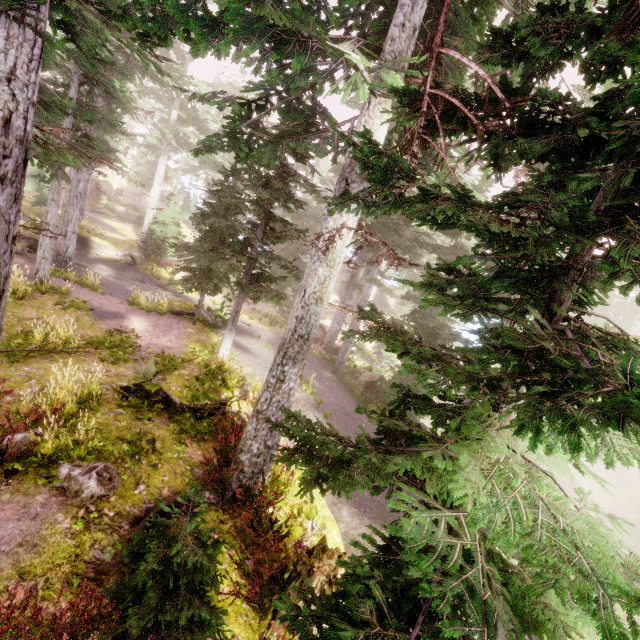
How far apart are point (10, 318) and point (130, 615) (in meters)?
13.05

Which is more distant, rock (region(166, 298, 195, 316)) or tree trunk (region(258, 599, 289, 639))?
rock (region(166, 298, 195, 316))

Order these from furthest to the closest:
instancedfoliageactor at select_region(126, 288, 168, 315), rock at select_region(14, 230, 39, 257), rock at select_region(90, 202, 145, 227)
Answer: rock at select_region(90, 202, 145, 227), rock at select_region(14, 230, 39, 257), instancedfoliageactor at select_region(126, 288, 168, 315)

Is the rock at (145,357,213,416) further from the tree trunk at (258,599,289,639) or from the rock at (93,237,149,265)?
the rock at (93,237,149,265)

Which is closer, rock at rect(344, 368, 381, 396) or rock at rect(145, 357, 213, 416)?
rock at rect(145, 357, 213, 416)

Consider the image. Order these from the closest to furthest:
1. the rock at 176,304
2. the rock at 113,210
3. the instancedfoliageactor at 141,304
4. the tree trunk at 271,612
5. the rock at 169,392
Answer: the tree trunk at 271,612 → the rock at 169,392 → the instancedfoliageactor at 141,304 → the rock at 176,304 → the rock at 113,210

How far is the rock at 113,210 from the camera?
39.50m

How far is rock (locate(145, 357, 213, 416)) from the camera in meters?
9.3 m
